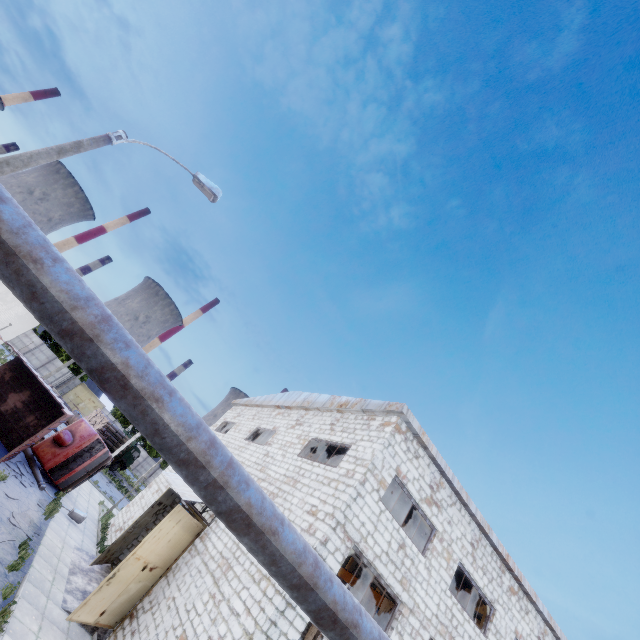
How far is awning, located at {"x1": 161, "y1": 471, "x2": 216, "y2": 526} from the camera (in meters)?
12.97

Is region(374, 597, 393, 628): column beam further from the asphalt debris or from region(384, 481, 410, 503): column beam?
the asphalt debris

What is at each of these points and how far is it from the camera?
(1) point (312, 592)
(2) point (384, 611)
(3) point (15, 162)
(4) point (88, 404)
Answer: (1) pipe, 4.1 meters
(2) column beam, 10.9 meters
(3) lamp post, 6.9 meters
(4) door, 56.6 meters

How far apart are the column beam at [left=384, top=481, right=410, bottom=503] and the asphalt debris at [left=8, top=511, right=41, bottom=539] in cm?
1336

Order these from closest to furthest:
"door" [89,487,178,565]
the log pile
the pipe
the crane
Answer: the pipe < "door" [89,487,178,565] < the crane < the log pile

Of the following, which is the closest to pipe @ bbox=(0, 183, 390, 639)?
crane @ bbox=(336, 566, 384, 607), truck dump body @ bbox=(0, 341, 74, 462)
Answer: crane @ bbox=(336, 566, 384, 607)

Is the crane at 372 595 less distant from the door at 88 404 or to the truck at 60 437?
the truck at 60 437

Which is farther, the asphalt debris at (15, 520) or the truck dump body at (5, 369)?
the truck dump body at (5, 369)
